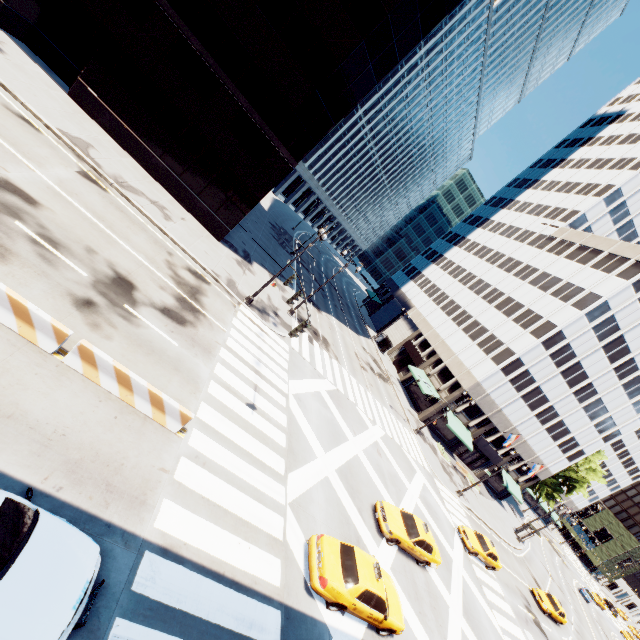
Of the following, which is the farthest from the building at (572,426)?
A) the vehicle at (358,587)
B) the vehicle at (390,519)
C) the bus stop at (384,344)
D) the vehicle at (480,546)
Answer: the vehicle at (358,587)

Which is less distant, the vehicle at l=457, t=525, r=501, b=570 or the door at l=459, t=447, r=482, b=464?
the vehicle at l=457, t=525, r=501, b=570

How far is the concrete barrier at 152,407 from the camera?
9.22m

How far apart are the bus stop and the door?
18.7m

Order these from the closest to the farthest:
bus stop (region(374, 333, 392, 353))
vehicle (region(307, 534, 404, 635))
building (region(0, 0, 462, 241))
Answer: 1. vehicle (region(307, 534, 404, 635))
2. building (region(0, 0, 462, 241))
3. bus stop (region(374, 333, 392, 353))

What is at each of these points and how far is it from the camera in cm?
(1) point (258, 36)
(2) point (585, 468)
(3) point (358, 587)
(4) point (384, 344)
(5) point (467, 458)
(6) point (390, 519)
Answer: (1) building, 2005
(2) tree, 5409
(3) vehicle, 1090
(4) bus stop, 5391
(5) door, 4734
(6) vehicle, 1678

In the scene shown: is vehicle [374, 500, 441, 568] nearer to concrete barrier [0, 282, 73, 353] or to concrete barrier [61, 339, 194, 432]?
concrete barrier [61, 339, 194, 432]

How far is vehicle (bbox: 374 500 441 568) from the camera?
16.50m
